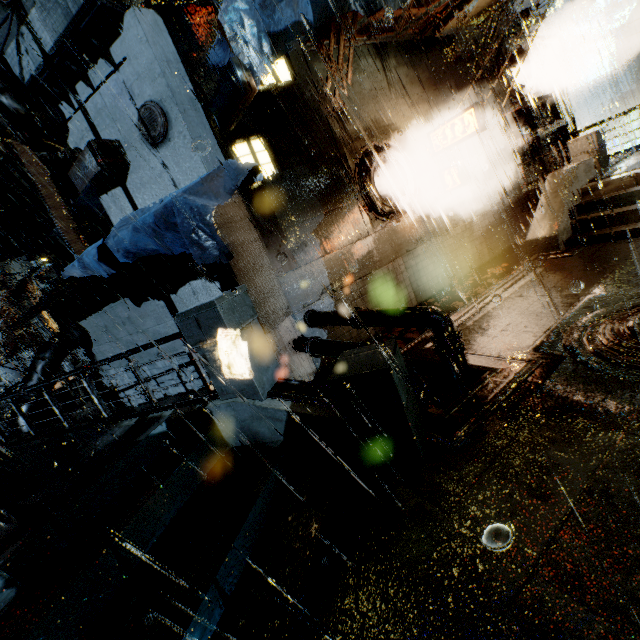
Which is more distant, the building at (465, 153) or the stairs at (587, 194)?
the stairs at (587, 194)

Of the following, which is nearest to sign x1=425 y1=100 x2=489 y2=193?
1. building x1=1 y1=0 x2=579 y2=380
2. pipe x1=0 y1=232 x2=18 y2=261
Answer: building x1=1 y1=0 x2=579 y2=380

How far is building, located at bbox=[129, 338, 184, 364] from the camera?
9.8m

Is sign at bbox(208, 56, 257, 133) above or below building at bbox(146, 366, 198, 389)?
above

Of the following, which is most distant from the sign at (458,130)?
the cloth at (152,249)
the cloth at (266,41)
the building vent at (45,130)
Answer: the building vent at (45,130)

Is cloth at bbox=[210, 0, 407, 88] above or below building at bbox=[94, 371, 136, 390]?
above

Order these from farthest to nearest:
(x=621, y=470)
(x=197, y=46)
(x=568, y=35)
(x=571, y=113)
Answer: (x=571, y=113)
(x=568, y=35)
(x=197, y=46)
(x=621, y=470)

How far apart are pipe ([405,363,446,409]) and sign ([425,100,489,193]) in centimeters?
677cm
